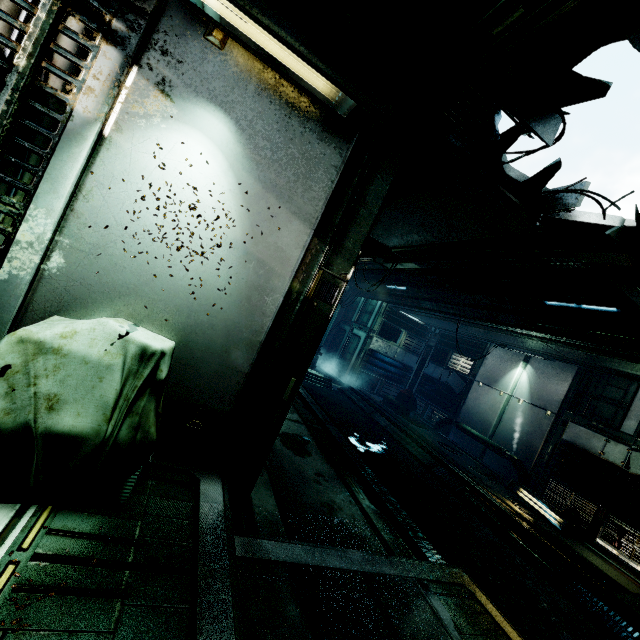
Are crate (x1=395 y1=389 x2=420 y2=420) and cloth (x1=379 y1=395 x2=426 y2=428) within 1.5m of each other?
yes

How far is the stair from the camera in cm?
1344

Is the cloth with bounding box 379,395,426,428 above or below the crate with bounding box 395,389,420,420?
below

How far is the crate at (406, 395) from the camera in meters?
14.1 m

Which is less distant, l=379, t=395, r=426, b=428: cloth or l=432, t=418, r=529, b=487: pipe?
l=432, t=418, r=529, b=487: pipe

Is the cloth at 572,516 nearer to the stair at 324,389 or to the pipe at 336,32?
the stair at 324,389

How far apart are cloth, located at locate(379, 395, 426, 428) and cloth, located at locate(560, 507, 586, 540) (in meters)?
4.77

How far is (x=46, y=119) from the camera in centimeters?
204cm
